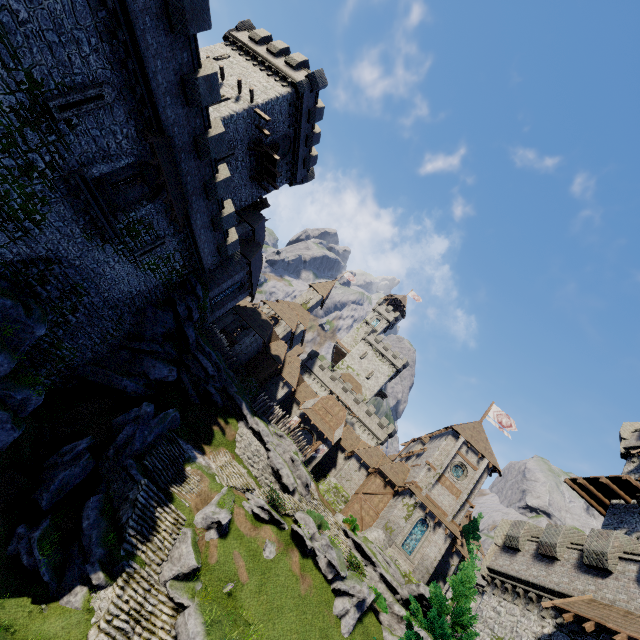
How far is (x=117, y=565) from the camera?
15.63m

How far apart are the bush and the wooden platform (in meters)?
36.60

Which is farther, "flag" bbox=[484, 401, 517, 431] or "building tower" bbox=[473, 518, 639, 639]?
"flag" bbox=[484, 401, 517, 431]

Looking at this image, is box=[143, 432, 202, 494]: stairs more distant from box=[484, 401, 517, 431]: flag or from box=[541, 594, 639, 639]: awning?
box=[484, 401, 517, 431]: flag

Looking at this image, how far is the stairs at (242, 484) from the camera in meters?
25.7

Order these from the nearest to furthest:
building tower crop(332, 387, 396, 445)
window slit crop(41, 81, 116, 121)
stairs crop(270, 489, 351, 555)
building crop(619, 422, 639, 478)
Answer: window slit crop(41, 81, 116, 121), building crop(619, 422, 639, 478), stairs crop(270, 489, 351, 555), building tower crop(332, 387, 396, 445)

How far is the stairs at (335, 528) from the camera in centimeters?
2669cm

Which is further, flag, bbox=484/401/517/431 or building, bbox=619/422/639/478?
flag, bbox=484/401/517/431
